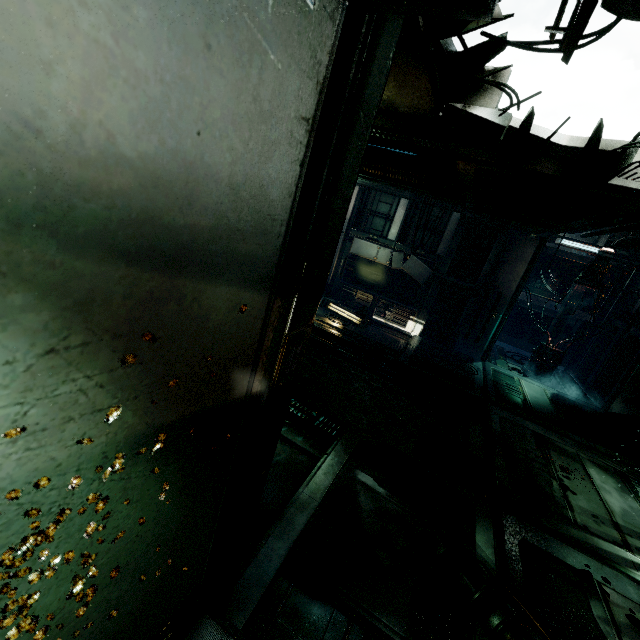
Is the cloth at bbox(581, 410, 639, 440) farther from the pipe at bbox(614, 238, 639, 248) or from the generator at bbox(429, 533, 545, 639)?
the generator at bbox(429, 533, 545, 639)

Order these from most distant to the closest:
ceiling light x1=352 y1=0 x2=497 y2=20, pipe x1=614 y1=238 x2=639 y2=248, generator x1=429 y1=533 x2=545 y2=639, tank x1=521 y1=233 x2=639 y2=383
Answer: tank x1=521 y1=233 x2=639 y2=383
pipe x1=614 y1=238 x2=639 y2=248
generator x1=429 y1=533 x2=545 y2=639
ceiling light x1=352 y1=0 x2=497 y2=20

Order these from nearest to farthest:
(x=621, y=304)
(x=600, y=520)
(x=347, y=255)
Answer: (x=600, y=520) < (x=621, y=304) < (x=347, y=255)

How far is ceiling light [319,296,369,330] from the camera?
10.5m

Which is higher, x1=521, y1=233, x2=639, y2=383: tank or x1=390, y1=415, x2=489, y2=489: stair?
x1=521, y1=233, x2=639, y2=383: tank

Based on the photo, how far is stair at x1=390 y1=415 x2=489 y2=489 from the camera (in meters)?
5.81

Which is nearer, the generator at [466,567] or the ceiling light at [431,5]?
the ceiling light at [431,5]

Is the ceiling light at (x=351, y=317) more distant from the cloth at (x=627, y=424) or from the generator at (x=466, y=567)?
the generator at (x=466, y=567)
